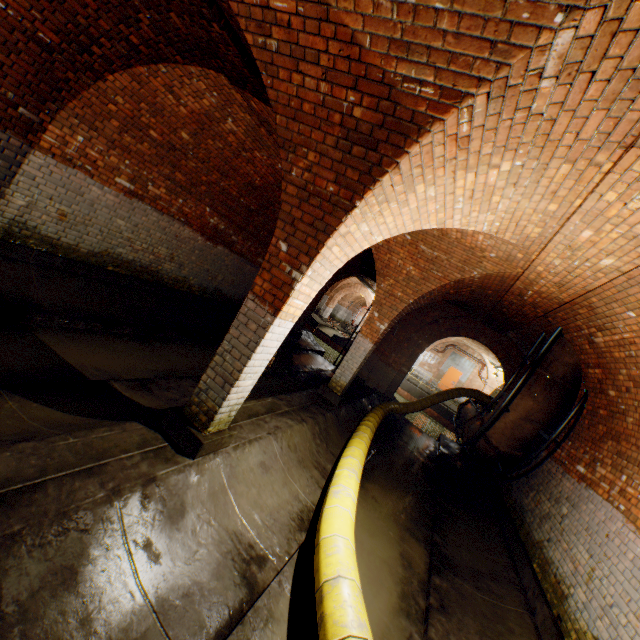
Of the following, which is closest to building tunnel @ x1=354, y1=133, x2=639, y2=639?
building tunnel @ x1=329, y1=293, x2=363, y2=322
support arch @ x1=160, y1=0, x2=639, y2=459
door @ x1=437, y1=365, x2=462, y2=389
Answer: support arch @ x1=160, y1=0, x2=639, y2=459

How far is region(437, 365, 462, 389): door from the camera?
25.25m

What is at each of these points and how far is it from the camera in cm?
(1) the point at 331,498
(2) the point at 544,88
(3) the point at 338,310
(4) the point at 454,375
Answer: (1) large conduit, 402
(2) support arch, 205
(3) building tunnel, 3509
(4) door, 2533

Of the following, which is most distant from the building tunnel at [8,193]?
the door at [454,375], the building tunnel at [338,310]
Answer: the building tunnel at [338,310]

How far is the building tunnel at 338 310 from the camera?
34.53m

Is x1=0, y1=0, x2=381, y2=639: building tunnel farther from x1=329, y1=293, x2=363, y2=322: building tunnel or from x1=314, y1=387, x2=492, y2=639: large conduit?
x1=329, y1=293, x2=363, y2=322: building tunnel

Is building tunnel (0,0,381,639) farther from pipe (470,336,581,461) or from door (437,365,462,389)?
door (437,365,462,389)

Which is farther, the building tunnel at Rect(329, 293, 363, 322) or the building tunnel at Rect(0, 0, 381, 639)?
the building tunnel at Rect(329, 293, 363, 322)
